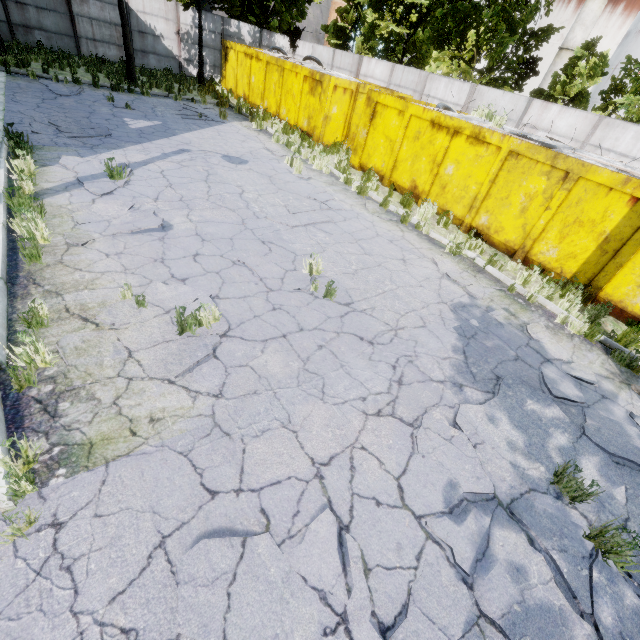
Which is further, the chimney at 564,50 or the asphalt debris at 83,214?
the chimney at 564,50

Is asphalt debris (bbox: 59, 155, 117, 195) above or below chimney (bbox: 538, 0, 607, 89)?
below

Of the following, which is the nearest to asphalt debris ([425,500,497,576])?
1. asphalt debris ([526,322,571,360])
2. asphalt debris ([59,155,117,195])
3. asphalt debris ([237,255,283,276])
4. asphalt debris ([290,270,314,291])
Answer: asphalt debris ([526,322,571,360])

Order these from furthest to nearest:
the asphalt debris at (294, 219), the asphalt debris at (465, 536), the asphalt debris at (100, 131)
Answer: the asphalt debris at (100, 131), the asphalt debris at (294, 219), the asphalt debris at (465, 536)

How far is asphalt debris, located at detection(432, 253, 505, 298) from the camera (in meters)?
6.96

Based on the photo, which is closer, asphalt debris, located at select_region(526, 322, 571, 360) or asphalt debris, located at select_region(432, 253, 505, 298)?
asphalt debris, located at select_region(526, 322, 571, 360)

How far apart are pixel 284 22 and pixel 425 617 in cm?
3236

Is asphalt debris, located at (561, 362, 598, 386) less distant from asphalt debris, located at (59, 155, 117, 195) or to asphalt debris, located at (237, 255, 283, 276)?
asphalt debris, located at (237, 255, 283, 276)
